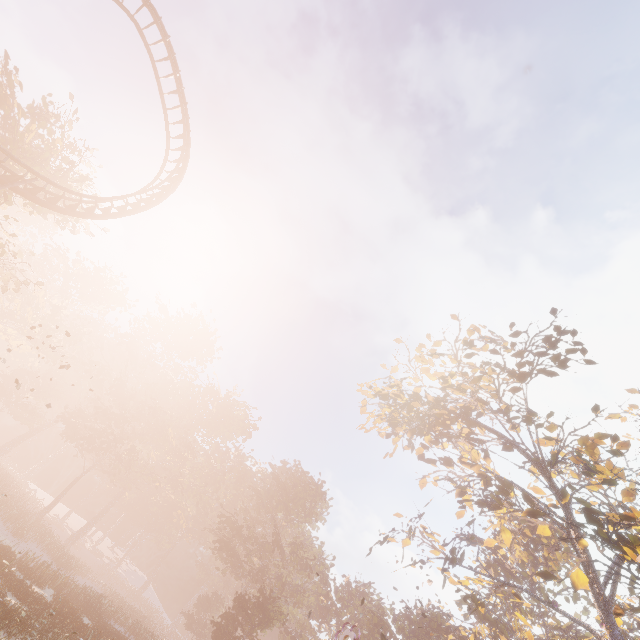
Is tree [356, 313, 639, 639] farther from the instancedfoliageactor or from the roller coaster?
the roller coaster

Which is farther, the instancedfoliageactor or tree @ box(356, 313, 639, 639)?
the instancedfoliageactor

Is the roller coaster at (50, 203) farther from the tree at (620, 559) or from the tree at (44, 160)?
the tree at (620, 559)

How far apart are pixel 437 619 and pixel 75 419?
55.4 meters

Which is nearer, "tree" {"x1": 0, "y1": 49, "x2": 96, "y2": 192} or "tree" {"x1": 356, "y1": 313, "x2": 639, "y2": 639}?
"tree" {"x1": 356, "y1": 313, "x2": 639, "y2": 639}

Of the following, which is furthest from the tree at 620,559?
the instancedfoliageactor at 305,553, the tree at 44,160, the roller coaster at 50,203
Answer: the tree at 44,160

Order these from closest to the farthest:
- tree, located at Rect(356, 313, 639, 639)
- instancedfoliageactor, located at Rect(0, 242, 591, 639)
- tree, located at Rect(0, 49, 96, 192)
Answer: tree, located at Rect(356, 313, 639, 639)
tree, located at Rect(0, 49, 96, 192)
instancedfoliageactor, located at Rect(0, 242, 591, 639)
